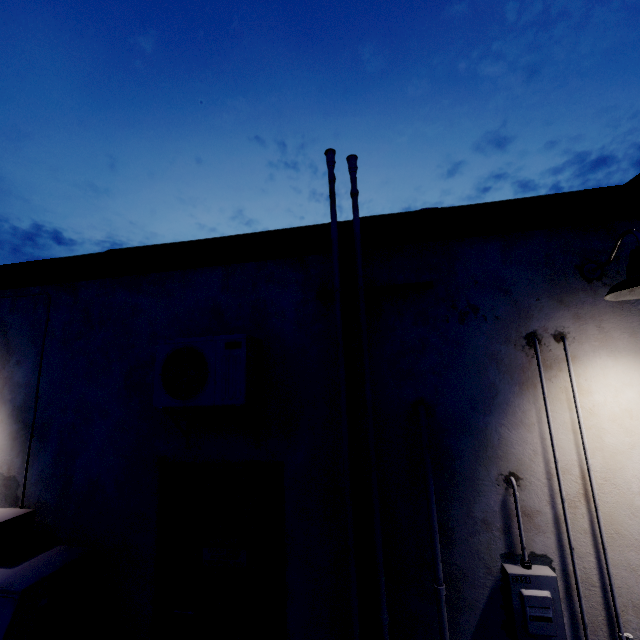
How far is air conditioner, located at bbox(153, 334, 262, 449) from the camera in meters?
2.4

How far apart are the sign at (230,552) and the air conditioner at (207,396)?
0.7 meters

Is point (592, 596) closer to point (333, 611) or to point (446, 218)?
point (333, 611)

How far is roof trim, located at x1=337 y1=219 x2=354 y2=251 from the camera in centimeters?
285cm

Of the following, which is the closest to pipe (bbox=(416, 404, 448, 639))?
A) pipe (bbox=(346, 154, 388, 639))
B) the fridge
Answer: pipe (bbox=(346, 154, 388, 639))

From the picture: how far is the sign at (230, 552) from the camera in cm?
265

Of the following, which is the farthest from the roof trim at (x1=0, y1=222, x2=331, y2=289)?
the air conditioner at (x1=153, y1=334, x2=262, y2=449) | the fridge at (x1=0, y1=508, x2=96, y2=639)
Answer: the fridge at (x1=0, y1=508, x2=96, y2=639)

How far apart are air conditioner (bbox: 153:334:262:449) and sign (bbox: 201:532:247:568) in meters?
0.7
